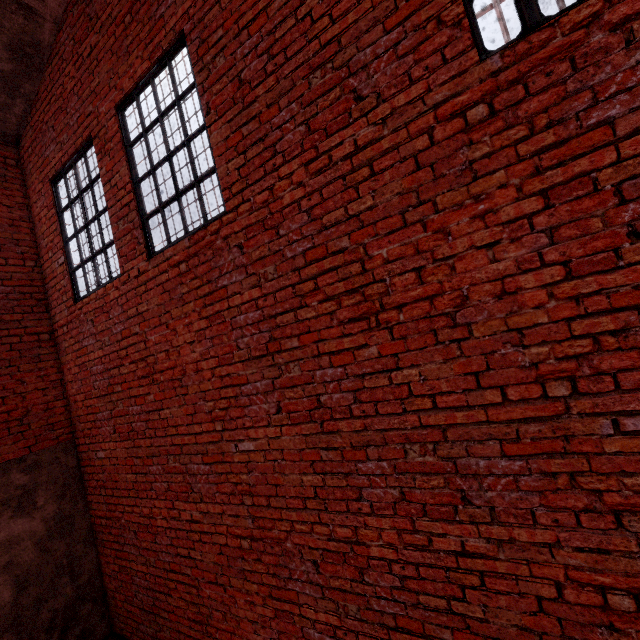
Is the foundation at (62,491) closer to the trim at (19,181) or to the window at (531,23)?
the trim at (19,181)

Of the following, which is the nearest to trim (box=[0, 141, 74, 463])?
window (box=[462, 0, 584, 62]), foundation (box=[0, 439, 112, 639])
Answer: foundation (box=[0, 439, 112, 639])

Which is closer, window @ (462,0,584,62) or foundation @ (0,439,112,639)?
window @ (462,0,584,62)

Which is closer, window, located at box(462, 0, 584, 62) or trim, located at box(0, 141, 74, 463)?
window, located at box(462, 0, 584, 62)

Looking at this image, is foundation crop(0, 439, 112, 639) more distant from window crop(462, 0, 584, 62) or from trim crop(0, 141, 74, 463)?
window crop(462, 0, 584, 62)

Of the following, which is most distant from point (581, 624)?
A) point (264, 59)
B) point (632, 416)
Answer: point (264, 59)
